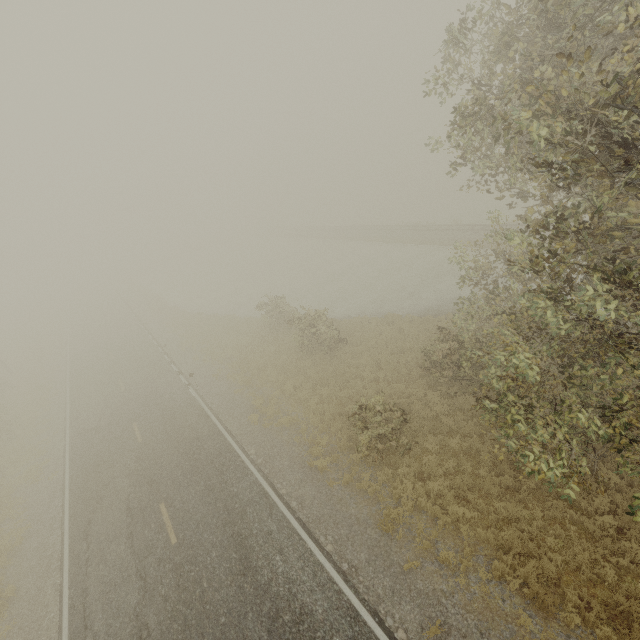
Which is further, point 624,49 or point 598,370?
point 598,370
